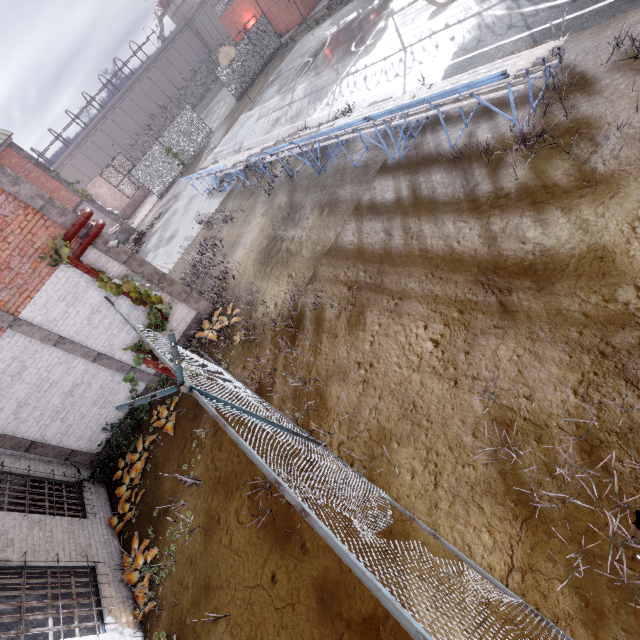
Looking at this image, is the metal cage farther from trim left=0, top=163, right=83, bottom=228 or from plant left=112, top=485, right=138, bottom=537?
plant left=112, top=485, right=138, bottom=537

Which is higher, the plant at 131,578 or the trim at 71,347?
the trim at 71,347

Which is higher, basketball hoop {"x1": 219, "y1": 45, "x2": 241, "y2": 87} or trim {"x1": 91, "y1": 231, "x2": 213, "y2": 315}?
basketball hoop {"x1": 219, "y1": 45, "x2": 241, "y2": 87}

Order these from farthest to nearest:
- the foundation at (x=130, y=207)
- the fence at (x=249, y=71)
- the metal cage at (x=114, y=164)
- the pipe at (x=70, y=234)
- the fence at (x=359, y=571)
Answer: the foundation at (x=130, y=207) → the metal cage at (x=114, y=164) → the fence at (x=249, y=71) → the pipe at (x=70, y=234) → the fence at (x=359, y=571)

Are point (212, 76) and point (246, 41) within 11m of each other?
no

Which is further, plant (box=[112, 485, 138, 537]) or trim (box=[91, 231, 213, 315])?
trim (box=[91, 231, 213, 315])

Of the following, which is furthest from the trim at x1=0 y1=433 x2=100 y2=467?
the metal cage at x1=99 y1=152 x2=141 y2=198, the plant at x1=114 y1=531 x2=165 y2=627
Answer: the metal cage at x1=99 y1=152 x2=141 y2=198

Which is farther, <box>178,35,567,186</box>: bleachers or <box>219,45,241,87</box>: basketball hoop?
<box>219,45,241,87</box>: basketball hoop
